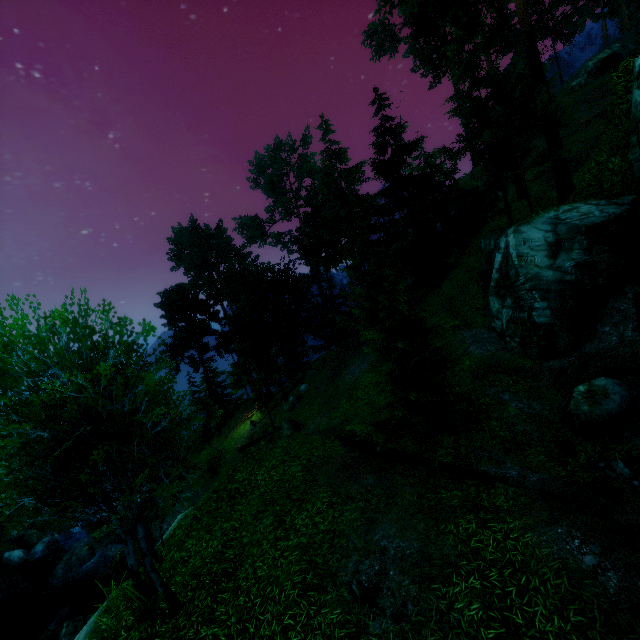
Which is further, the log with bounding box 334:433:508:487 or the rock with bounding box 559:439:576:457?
the rock with bounding box 559:439:576:457

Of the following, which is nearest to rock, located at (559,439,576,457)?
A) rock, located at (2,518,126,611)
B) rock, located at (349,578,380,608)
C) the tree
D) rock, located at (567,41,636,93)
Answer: the tree

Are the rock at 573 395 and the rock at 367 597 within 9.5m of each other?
yes

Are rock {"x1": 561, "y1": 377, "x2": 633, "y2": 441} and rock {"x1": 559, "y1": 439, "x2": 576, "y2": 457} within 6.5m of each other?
yes

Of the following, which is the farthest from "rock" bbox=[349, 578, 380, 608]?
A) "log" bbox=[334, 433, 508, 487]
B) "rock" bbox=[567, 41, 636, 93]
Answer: "rock" bbox=[567, 41, 636, 93]

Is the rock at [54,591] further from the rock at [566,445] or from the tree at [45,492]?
the rock at [566,445]

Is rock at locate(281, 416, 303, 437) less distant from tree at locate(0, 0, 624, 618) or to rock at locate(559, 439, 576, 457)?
tree at locate(0, 0, 624, 618)

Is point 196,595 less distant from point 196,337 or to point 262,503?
point 262,503
